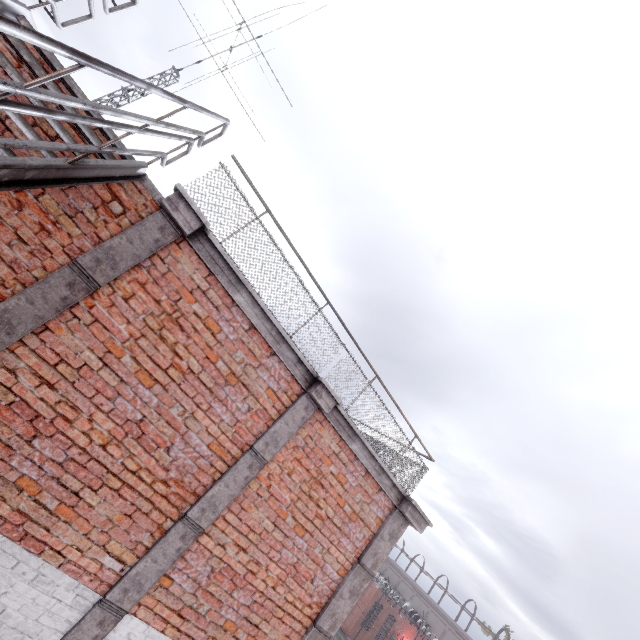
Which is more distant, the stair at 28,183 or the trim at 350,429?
the trim at 350,429

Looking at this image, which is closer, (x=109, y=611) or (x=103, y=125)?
(x=103, y=125)

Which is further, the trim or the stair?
the trim
